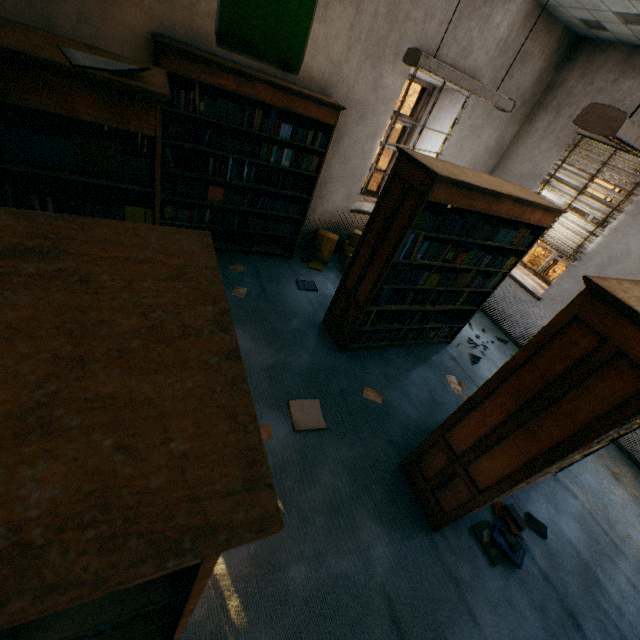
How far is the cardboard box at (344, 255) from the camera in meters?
5.3 m

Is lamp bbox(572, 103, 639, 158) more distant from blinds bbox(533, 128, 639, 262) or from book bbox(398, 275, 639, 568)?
blinds bbox(533, 128, 639, 262)

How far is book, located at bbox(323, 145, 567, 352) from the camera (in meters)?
Answer: 2.92

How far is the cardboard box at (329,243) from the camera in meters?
5.2 m

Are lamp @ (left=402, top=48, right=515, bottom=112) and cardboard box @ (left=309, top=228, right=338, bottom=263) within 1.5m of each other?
no

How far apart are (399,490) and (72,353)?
3.04m

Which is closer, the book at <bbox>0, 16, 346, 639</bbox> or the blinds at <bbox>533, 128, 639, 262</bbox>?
the book at <bbox>0, 16, 346, 639</bbox>

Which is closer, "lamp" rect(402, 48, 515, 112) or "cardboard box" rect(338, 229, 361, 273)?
"lamp" rect(402, 48, 515, 112)
